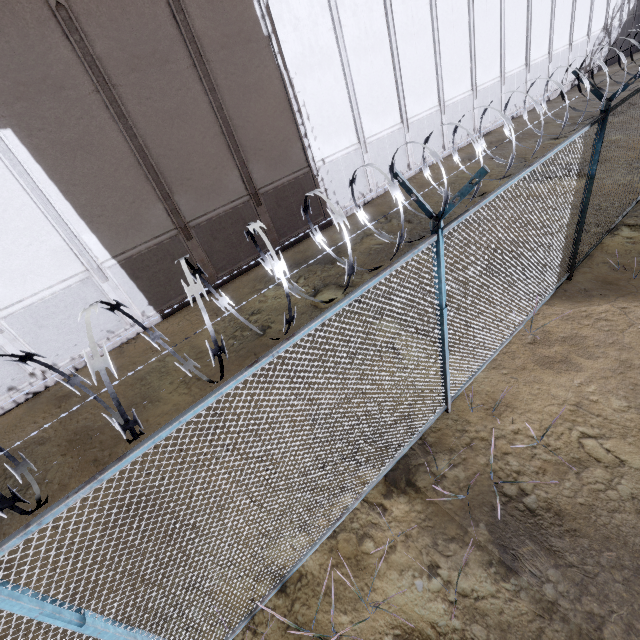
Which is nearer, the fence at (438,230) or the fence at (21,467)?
the fence at (21,467)

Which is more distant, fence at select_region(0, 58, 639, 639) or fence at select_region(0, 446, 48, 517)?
fence at select_region(0, 58, 639, 639)

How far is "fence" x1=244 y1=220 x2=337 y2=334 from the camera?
1.8 meters

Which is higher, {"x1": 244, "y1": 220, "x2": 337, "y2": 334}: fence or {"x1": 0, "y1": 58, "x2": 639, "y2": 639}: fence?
{"x1": 244, "y1": 220, "x2": 337, "y2": 334}: fence

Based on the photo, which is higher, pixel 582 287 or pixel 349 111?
pixel 349 111

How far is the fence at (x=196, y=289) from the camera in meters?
1.6
